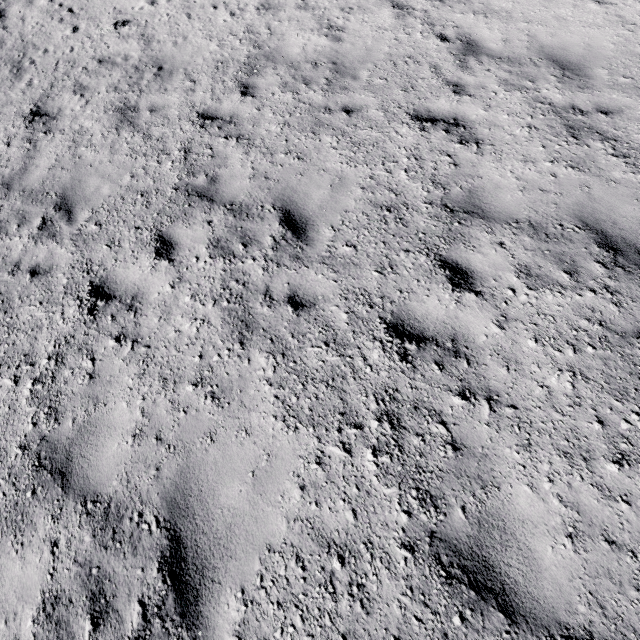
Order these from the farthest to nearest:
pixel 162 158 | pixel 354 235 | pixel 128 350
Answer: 1. pixel 162 158
2. pixel 354 235
3. pixel 128 350
